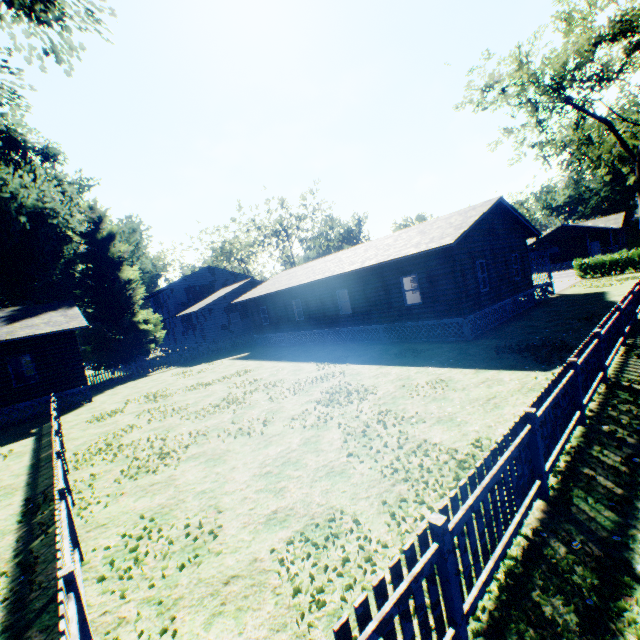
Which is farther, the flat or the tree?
the tree

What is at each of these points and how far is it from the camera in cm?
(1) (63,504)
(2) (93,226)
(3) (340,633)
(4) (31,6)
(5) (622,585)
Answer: (1) fence, 482
(2) plant, 2822
(3) fence, 205
(4) plant, 1705
(5) plant, 311

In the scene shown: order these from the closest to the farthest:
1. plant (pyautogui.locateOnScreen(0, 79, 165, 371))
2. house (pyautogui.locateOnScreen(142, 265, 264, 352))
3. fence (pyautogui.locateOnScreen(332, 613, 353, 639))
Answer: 1. fence (pyautogui.locateOnScreen(332, 613, 353, 639))
2. plant (pyautogui.locateOnScreen(0, 79, 165, 371))
3. house (pyautogui.locateOnScreen(142, 265, 264, 352))

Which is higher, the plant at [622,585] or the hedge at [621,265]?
the hedge at [621,265]

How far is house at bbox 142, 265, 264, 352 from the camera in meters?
31.7

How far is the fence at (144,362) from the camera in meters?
24.1

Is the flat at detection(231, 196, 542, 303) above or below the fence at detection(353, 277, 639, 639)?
above

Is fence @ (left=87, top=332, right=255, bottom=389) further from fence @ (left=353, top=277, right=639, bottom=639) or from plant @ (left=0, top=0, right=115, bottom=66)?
fence @ (left=353, top=277, right=639, bottom=639)
